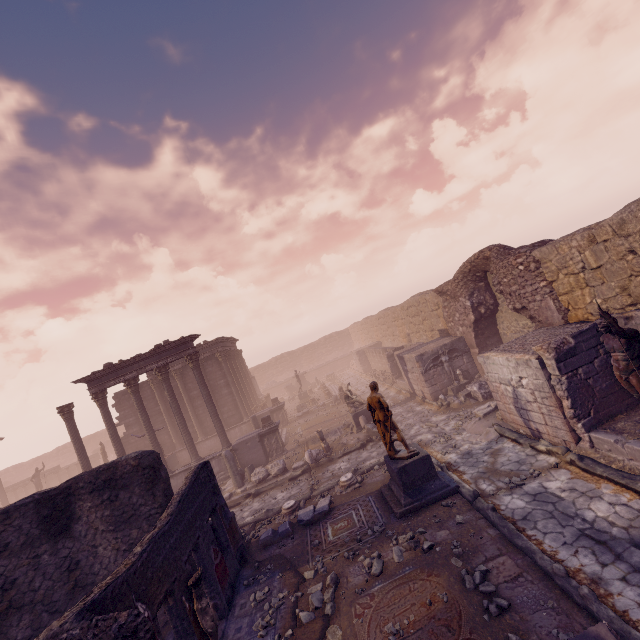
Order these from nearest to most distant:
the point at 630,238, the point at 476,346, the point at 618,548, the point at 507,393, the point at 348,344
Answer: the point at 618,548
the point at 630,238
the point at 507,393
the point at 476,346
the point at 348,344

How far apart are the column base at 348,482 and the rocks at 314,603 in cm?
358

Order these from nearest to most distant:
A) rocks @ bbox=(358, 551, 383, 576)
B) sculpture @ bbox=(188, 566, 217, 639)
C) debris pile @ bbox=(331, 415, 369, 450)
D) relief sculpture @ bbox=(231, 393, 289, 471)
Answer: sculpture @ bbox=(188, 566, 217, 639) → rocks @ bbox=(358, 551, 383, 576) → debris pile @ bbox=(331, 415, 369, 450) → relief sculpture @ bbox=(231, 393, 289, 471)

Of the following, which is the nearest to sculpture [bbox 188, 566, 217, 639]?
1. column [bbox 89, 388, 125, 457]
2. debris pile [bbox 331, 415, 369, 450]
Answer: debris pile [bbox 331, 415, 369, 450]

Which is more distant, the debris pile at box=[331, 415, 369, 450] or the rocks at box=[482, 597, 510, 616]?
the debris pile at box=[331, 415, 369, 450]

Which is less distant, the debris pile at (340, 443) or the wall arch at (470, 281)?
the wall arch at (470, 281)

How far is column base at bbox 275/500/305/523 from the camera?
10.47m

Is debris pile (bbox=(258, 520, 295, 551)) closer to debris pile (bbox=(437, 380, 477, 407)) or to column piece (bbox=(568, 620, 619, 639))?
column piece (bbox=(568, 620, 619, 639))
